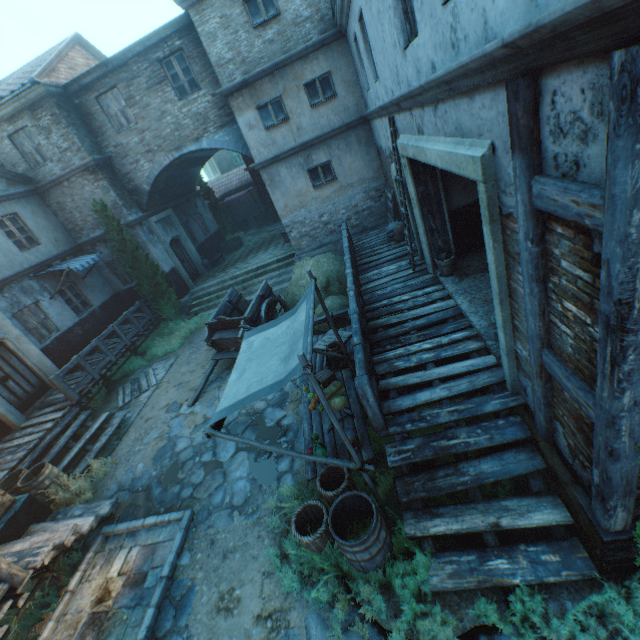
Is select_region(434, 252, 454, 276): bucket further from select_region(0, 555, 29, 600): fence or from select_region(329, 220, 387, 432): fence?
select_region(0, 555, 29, 600): fence

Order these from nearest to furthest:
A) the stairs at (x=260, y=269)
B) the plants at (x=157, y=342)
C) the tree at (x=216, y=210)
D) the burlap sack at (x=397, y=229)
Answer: the burlap sack at (x=397, y=229) → the plants at (x=157, y=342) → the stairs at (x=260, y=269) → the tree at (x=216, y=210)

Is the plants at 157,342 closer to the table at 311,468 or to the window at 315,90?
the table at 311,468

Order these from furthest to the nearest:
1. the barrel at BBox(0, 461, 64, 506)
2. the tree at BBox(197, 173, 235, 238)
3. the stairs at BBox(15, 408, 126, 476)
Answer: the tree at BBox(197, 173, 235, 238), the stairs at BBox(15, 408, 126, 476), the barrel at BBox(0, 461, 64, 506)

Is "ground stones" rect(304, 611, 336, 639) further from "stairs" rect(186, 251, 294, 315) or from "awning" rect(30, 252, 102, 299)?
"awning" rect(30, 252, 102, 299)

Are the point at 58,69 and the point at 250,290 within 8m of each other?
no

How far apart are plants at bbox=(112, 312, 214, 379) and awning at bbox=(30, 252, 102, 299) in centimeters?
359cm

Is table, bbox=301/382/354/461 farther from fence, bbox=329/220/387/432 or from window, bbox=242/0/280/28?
window, bbox=242/0/280/28
